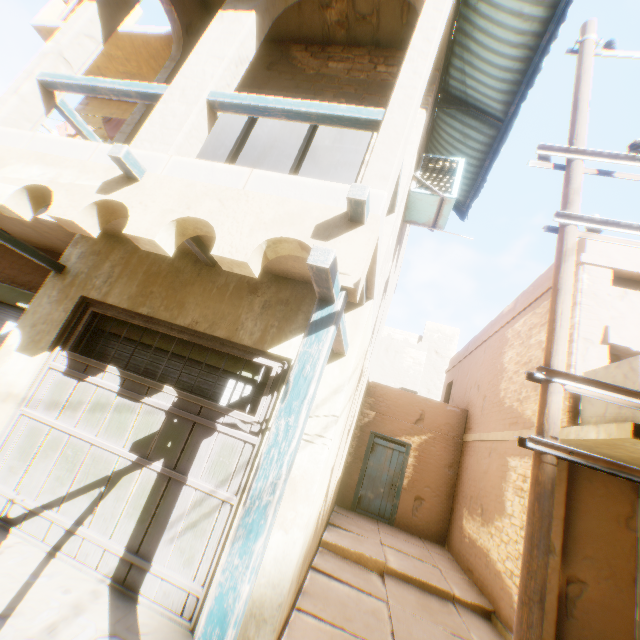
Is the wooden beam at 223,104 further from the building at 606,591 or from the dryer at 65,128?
the dryer at 65,128

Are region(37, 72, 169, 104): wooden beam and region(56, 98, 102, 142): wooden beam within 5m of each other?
yes

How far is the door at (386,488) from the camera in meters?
10.2 m

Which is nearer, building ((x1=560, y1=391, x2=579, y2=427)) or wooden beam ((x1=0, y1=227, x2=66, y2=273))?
wooden beam ((x1=0, y1=227, x2=66, y2=273))

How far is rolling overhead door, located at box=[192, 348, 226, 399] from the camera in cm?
429

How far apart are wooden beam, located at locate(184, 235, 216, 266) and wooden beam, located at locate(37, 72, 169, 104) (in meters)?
1.11

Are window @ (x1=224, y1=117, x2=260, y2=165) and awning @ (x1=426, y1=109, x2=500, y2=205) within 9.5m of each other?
yes

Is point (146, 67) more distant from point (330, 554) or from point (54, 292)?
point (330, 554)
